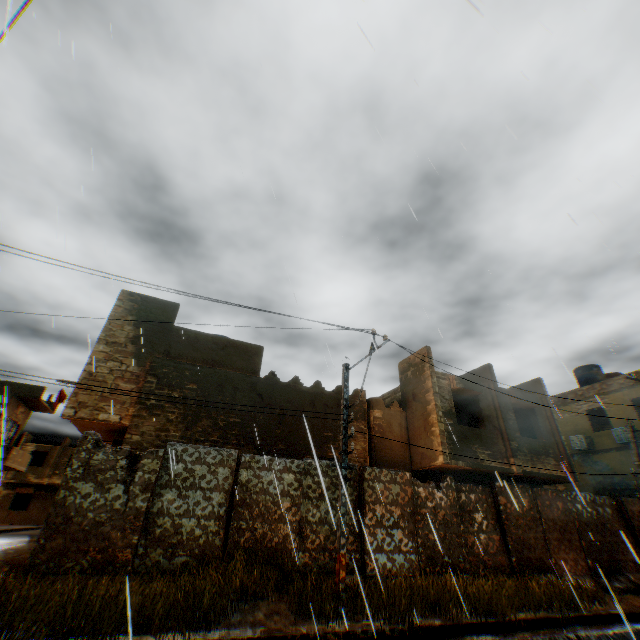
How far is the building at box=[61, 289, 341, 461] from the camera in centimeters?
1045cm

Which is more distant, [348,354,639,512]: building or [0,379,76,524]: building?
[0,379,76,524]: building

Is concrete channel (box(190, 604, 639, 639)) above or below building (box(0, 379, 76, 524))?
below

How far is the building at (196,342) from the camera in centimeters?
1045cm

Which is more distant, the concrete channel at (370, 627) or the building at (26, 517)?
the building at (26, 517)

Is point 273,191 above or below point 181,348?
above
